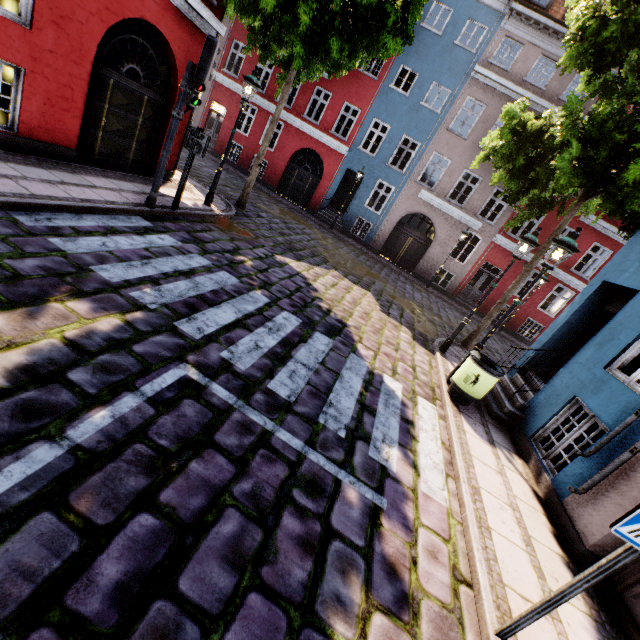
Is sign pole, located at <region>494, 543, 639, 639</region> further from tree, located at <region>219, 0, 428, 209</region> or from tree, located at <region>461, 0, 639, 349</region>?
tree, located at <region>219, 0, 428, 209</region>

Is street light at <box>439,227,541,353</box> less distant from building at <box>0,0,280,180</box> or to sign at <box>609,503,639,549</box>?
building at <box>0,0,280,180</box>

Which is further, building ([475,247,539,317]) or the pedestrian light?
building ([475,247,539,317])

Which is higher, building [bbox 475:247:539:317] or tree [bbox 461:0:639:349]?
tree [bbox 461:0:639:349]

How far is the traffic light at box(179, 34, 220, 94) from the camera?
5.92m

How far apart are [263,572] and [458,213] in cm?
1990

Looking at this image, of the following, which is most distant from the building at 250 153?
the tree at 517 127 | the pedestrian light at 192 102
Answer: the pedestrian light at 192 102

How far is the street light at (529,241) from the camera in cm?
773
